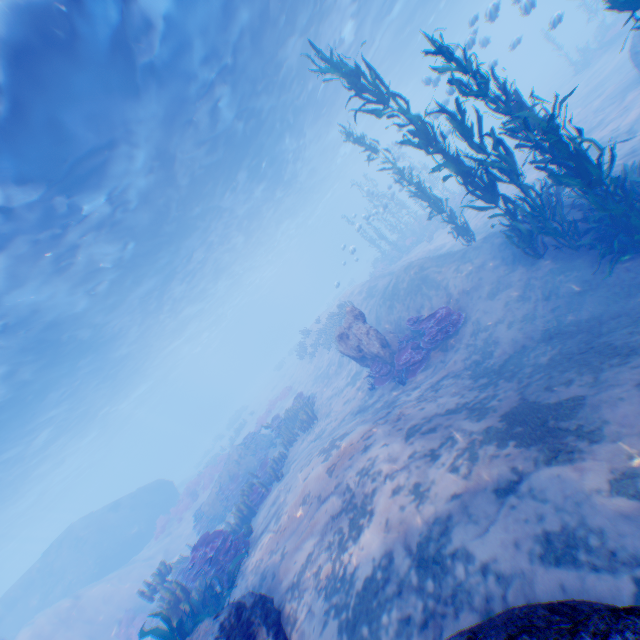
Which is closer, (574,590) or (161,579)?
(574,590)

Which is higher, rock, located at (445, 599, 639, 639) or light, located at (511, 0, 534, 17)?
light, located at (511, 0, 534, 17)

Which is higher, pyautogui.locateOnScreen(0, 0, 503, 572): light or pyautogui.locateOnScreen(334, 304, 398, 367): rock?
pyautogui.locateOnScreen(0, 0, 503, 572): light

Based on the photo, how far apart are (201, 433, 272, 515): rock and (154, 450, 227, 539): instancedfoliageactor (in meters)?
6.23

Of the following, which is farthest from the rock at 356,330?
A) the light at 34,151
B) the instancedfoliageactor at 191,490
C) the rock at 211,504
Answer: the instancedfoliageactor at 191,490

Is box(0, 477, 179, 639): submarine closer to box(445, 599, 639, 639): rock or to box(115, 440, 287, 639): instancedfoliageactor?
box(445, 599, 639, 639): rock

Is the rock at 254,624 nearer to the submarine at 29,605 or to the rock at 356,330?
the submarine at 29,605

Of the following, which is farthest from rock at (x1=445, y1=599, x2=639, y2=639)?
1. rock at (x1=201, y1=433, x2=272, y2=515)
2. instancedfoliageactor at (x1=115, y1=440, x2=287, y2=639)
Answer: rock at (x1=201, y1=433, x2=272, y2=515)
